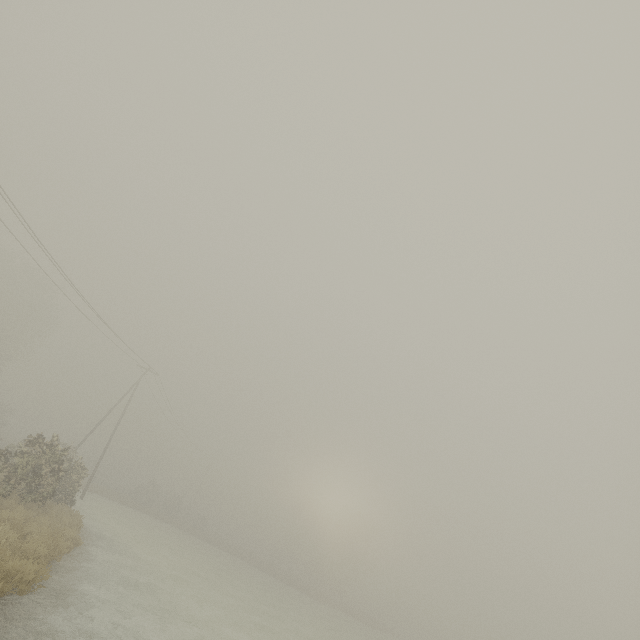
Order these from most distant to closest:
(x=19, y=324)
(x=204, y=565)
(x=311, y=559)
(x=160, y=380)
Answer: (x=311, y=559) → (x=19, y=324) → (x=160, y=380) → (x=204, y=565)

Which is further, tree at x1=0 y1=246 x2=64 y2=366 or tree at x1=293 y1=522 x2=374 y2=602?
tree at x1=293 y1=522 x2=374 y2=602

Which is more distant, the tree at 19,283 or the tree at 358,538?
the tree at 358,538

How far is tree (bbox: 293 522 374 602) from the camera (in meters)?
53.44

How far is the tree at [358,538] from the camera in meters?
53.4
